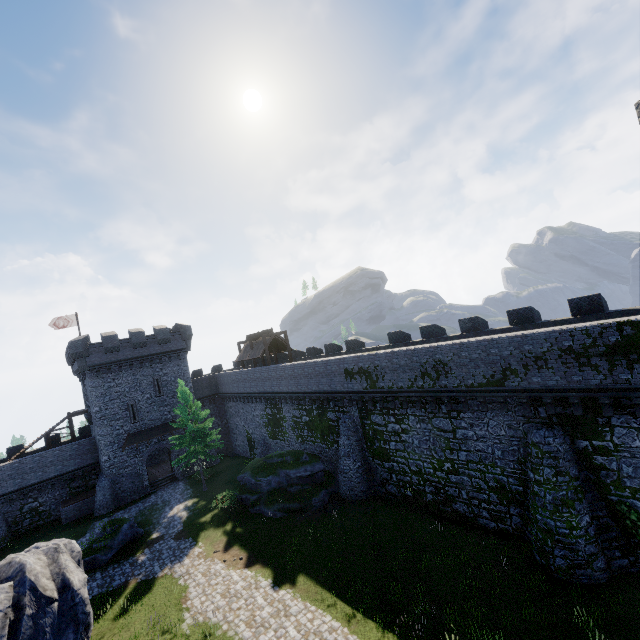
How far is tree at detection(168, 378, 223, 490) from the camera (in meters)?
29.14

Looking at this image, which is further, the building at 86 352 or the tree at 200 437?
the building at 86 352

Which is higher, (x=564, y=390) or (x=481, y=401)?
(x=564, y=390)

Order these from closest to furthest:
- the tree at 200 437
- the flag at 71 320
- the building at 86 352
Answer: the tree at 200 437 < the building at 86 352 < the flag at 71 320

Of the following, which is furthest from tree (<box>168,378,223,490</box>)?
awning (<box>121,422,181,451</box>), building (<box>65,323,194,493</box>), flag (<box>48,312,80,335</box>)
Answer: flag (<box>48,312,80,335</box>)

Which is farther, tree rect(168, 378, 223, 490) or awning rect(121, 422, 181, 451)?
awning rect(121, 422, 181, 451)

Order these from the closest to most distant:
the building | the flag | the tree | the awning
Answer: the tree < the building < the awning < the flag

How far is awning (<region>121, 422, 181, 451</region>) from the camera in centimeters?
3312cm
